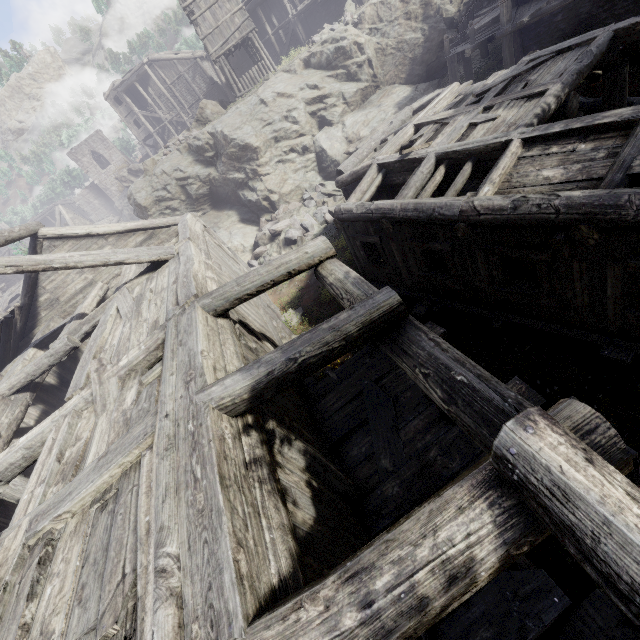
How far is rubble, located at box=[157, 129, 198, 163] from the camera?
21.4m

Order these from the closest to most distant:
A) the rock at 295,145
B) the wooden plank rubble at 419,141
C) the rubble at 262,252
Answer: the wooden plank rubble at 419,141, the rubble at 262,252, the rock at 295,145

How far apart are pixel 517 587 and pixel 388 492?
1.7 meters

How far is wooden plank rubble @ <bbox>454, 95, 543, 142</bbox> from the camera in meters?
7.7

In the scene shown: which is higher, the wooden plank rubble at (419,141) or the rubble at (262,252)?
the wooden plank rubble at (419,141)

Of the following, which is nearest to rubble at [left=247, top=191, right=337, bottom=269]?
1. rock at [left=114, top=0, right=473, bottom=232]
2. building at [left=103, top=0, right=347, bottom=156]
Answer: rock at [left=114, top=0, right=473, bottom=232]

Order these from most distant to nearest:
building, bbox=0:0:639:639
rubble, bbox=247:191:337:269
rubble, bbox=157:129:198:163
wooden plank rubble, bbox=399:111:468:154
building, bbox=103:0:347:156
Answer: building, bbox=103:0:347:156 → rubble, bbox=157:129:198:163 → rubble, bbox=247:191:337:269 → wooden plank rubble, bbox=399:111:468:154 → building, bbox=0:0:639:639

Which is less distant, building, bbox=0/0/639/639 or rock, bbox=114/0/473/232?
building, bbox=0/0/639/639
